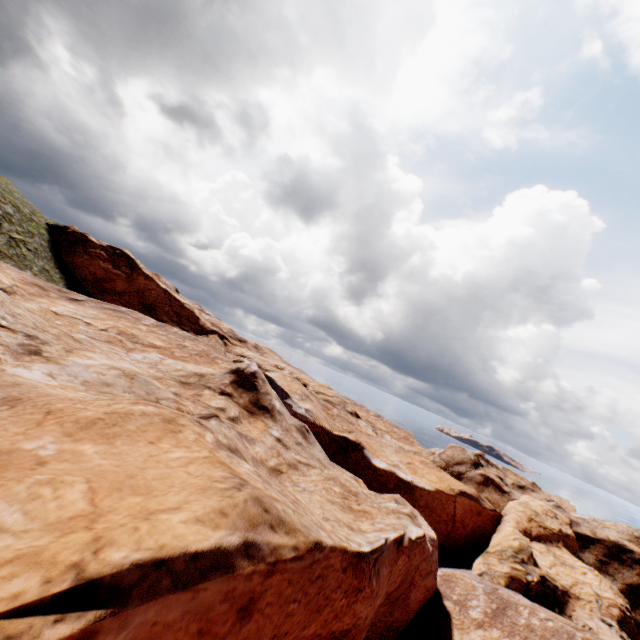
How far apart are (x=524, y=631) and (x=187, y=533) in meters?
19.9 m
